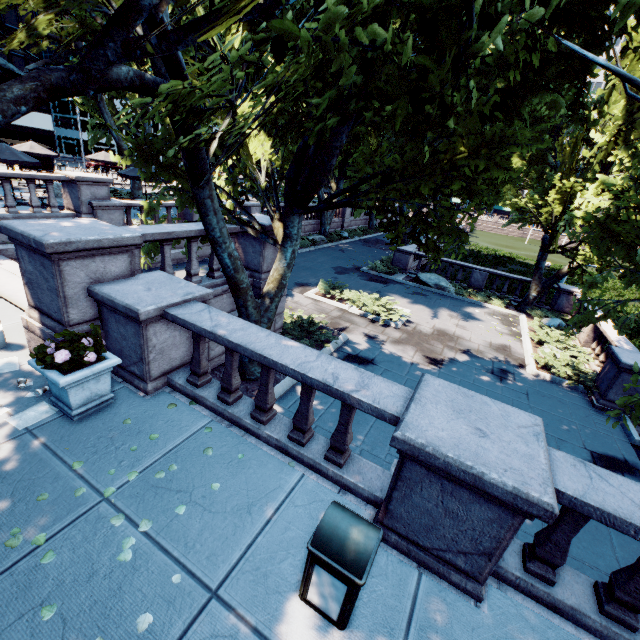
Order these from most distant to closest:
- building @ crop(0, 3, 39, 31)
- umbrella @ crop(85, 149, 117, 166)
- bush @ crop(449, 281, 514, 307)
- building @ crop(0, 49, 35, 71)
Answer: building @ crop(0, 49, 35, 71) < building @ crop(0, 3, 39, 31) < umbrella @ crop(85, 149, 117, 166) < bush @ crop(449, 281, 514, 307)

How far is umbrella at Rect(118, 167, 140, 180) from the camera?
18.3 meters

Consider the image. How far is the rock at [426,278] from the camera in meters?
20.1 m

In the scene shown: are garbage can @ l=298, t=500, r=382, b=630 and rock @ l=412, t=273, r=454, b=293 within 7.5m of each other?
no

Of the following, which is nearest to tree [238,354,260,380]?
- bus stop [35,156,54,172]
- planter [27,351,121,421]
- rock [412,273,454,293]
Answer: planter [27,351,121,421]

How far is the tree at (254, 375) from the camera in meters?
8.5

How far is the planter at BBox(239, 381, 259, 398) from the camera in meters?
8.1

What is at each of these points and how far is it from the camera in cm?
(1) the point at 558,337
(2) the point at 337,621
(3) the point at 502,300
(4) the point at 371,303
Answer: (1) bush, 1445
(2) garbage can, 299
(3) bush, 1941
(4) bush, 1499
